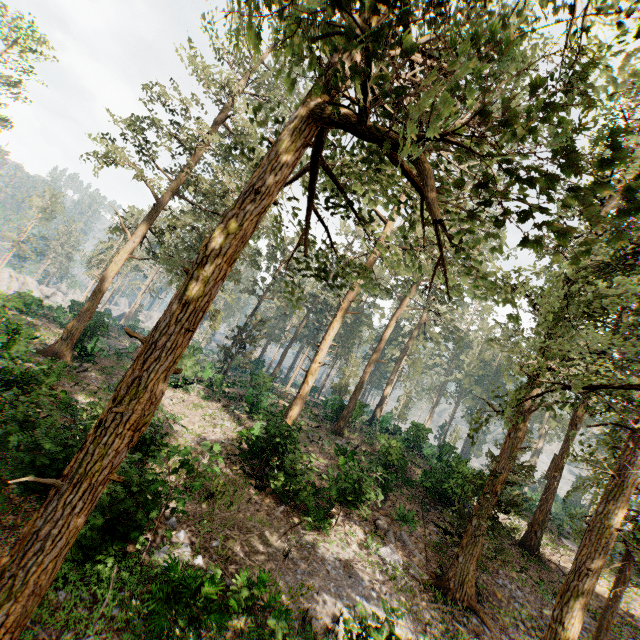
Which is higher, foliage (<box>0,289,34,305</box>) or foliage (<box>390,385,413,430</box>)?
foliage (<box>390,385,413,430</box>)

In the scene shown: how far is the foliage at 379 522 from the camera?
15.1m

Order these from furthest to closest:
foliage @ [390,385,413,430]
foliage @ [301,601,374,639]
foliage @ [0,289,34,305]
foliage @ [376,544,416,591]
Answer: foliage @ [390,385,413,430]
foliage @ [0,289,34,305]
foliage @ [376,544,416,591]
foliage @ [301,601,374,639]

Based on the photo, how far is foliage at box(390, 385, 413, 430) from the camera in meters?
53.9 m

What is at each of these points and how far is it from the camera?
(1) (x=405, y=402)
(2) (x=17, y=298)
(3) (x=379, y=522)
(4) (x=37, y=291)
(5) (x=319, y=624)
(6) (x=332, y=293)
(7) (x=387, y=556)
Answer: (1) foliage, 54.9m
(2) foliage, 29.3m
(3) foliage, 16.0m
(4) rock, 59.5m
(5) foliage, 9.3m
(6) foliage, 10.6m
(7) foliage, 14.0m

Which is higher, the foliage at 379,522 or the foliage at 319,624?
the foliage at 379,522
